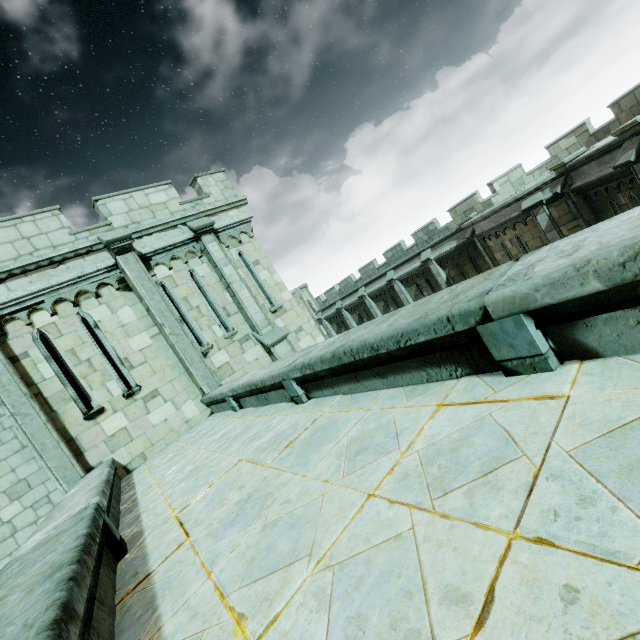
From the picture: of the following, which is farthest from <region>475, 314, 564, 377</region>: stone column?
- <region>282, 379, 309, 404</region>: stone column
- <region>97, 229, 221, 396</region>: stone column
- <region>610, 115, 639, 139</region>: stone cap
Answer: <region>610, 115, 639, 139</region>: stone cap

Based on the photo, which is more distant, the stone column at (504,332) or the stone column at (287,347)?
the stone column at (287,347)

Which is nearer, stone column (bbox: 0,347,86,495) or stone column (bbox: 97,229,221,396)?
stone column (bbox: 0,347,86,495)

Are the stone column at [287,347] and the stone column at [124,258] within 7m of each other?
yes

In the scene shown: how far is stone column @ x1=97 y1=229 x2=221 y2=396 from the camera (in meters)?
8.89

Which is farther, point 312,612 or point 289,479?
point 289,479

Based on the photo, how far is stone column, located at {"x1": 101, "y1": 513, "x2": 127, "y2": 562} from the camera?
3.1m

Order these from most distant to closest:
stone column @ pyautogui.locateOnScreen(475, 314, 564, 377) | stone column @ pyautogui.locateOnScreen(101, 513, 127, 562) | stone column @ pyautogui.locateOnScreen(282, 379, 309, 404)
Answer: stone column @ pyautogui.locateOnScreen(282, 379, 309, 404) < stone column @ pyautogui.locateOnScreen(101, 513, 127, 562) < stone column @ pyautogui.locateOnScreen(475, 314, 564, 377)
